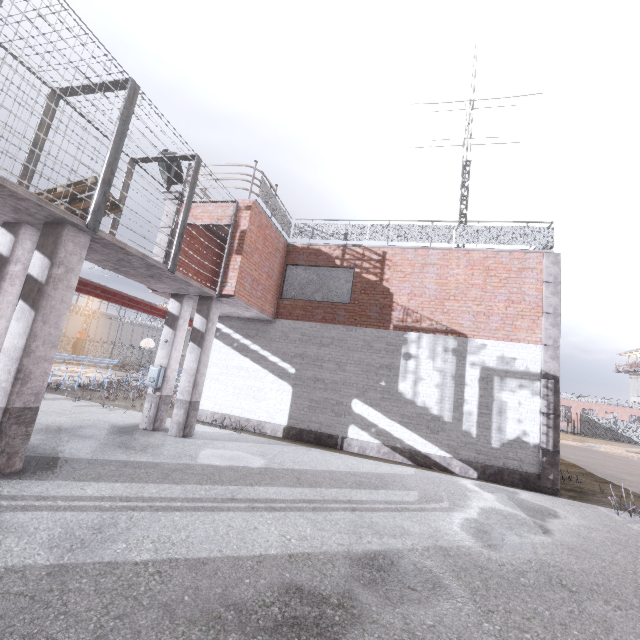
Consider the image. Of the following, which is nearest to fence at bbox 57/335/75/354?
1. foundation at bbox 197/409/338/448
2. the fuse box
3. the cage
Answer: foundation at bbox 197/409/338/448

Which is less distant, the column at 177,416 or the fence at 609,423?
the column at 177,416

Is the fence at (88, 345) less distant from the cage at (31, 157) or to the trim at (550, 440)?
the cage at (31, 157)

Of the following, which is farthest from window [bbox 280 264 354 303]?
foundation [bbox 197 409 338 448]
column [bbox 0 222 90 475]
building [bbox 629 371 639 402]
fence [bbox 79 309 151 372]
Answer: building [bbox 629 371 639 402]

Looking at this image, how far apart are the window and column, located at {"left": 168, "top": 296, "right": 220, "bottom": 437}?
2.8m

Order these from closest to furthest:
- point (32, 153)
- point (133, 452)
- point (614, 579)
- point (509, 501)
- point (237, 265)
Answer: point (614, 579)
point (32, 153)
point (133, 452)
point (509, 501)
point (237, 265)

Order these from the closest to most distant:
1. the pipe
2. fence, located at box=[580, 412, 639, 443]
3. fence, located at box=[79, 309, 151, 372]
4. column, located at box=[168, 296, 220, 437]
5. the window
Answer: the pipe → column, located at box=[168, 296, 220, 437] → the window → fence, located at box=[79, 309, 151, 372] → fence, located at box=[580, 412, 639, 443]

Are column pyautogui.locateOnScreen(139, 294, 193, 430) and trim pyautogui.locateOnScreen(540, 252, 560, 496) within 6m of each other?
no
